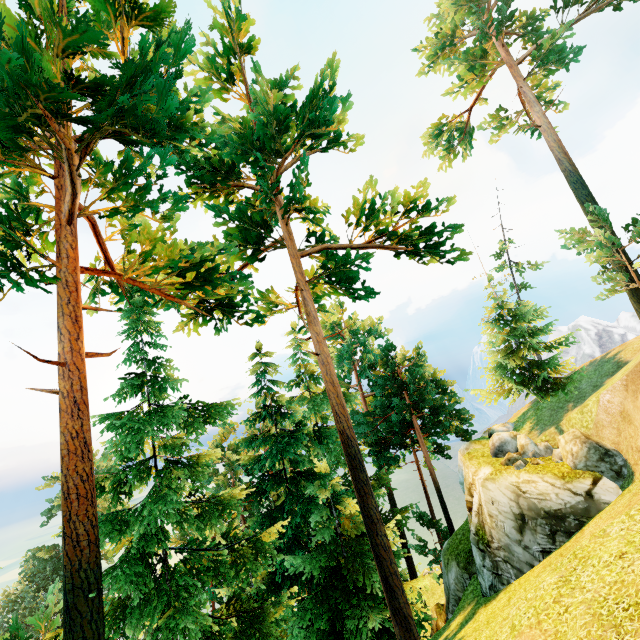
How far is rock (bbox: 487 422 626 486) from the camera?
13.8 meters

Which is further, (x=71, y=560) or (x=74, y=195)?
(x=74, y=195)

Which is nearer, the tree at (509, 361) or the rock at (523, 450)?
the rock at (523, 450)

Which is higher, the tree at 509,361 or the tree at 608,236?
the tree at 608,236

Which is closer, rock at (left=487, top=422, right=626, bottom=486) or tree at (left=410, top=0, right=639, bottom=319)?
rock at (left=487, top=422, right=626, bottom=486)

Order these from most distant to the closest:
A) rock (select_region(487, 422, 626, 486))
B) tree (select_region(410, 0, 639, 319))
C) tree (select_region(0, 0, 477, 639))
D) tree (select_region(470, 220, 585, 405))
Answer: tree (select_region(470, 220, 585, 405))
tree (select_region(410, 0, 639, 319))
rock (select_region(487, 422, 626, 486))
tree (select_region(0, 0, 477, 639))

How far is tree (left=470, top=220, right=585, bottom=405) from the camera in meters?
21.4

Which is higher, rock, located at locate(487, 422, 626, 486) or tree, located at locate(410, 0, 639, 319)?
tree, located at locate(410, 0, 639, 319)
